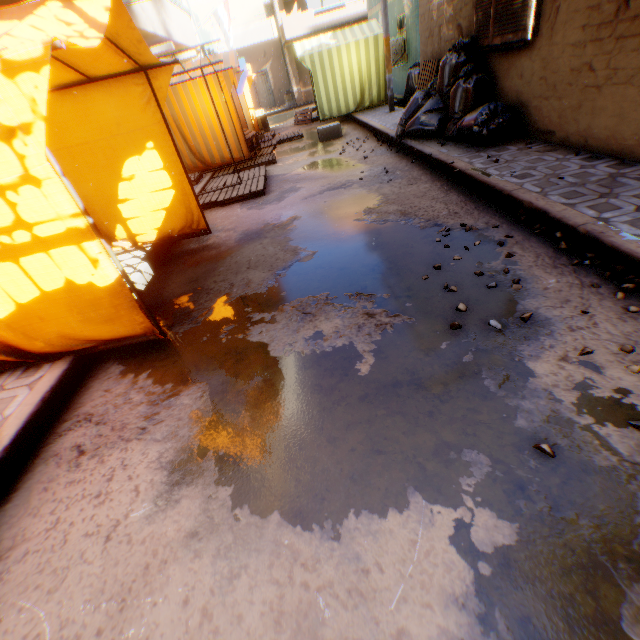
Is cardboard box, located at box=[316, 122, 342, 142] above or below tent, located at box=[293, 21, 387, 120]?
below

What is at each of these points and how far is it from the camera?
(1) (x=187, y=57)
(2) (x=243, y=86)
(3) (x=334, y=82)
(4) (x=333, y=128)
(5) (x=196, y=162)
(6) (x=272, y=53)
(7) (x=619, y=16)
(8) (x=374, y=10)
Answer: (1) building, 13.9m
(2) tent, 10.8m
(3) tent, 11.8m
(4) cardboard box, 9.9m
(5) tent, 9.3m
(6) building, 24.7m
(7) building, 3.4m
(8) building, 14.5m

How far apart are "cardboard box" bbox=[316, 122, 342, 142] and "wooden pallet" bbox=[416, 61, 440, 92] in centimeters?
180cm

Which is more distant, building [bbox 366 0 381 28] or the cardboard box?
building [bbox 366 0 381 28]

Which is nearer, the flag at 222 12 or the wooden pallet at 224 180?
the wooden pallet at 224 180

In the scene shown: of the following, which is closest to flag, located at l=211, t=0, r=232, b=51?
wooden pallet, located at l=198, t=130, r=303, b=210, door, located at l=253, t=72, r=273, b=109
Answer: door, located at l=253, t=72, r=273, b=109

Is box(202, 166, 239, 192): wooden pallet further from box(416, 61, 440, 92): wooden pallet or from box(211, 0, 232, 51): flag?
box(416, 61, 440, 92): wooden pallet

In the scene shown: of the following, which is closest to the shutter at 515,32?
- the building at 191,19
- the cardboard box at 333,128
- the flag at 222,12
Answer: the building at 191,19
